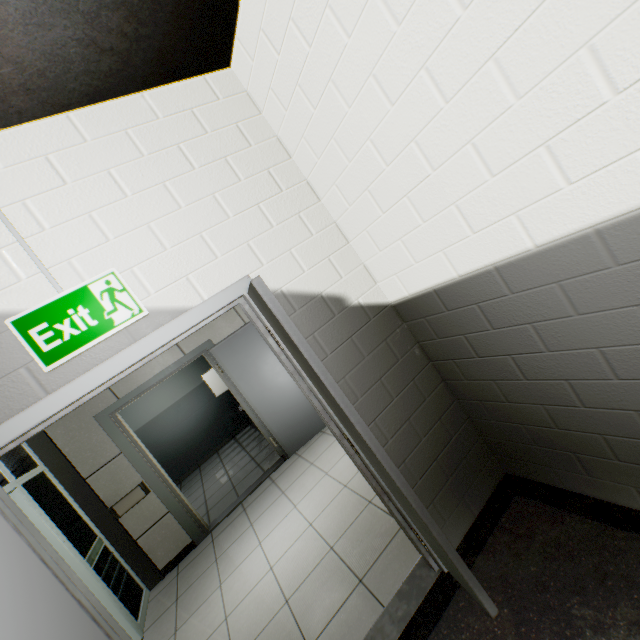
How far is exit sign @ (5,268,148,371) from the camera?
1.4 meters

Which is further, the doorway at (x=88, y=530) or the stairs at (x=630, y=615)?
the doorway at (x=88, y=530)

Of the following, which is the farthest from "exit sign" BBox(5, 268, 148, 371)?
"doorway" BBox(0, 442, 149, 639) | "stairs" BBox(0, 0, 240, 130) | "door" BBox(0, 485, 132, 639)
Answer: "doorway" BBox(0, 442, 149, 639)

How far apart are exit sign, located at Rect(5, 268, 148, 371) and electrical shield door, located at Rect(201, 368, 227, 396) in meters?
4.8 m

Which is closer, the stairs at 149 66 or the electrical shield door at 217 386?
the stairs at 149 66

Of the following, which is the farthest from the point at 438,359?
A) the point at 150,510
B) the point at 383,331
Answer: the point at 150,510

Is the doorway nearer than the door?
No

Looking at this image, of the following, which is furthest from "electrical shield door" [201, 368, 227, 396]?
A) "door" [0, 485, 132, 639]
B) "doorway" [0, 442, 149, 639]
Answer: "door" [0, 485, 132, 639]
